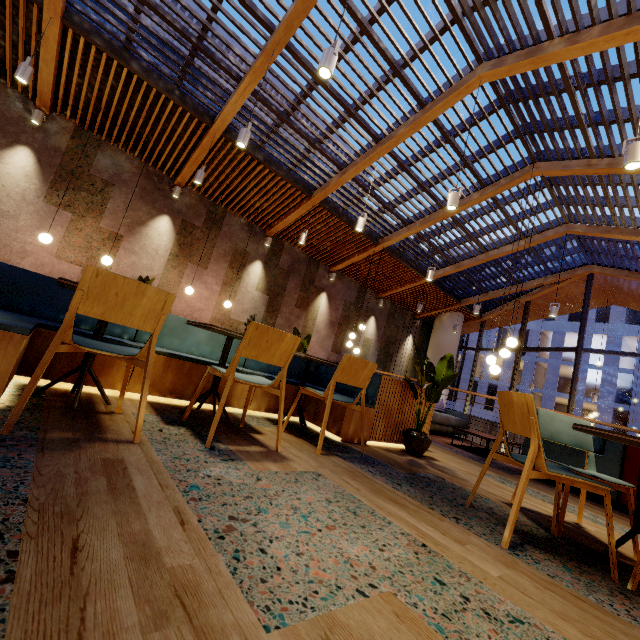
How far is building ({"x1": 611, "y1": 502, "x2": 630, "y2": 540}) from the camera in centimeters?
280cm

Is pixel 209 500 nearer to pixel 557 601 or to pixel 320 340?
pixel 557 601

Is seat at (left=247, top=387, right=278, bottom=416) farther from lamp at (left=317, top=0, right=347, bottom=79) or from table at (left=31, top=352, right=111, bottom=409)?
lamp at (left=317, top=0, right=347, bottom=79)

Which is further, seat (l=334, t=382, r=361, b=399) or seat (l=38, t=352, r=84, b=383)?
seat (l=334, t=382, r=361, b=399)

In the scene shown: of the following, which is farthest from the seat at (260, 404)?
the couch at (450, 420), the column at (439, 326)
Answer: the column at (439, 326)

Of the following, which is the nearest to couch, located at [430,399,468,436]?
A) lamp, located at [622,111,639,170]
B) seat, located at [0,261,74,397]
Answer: seat, located at [0,261,74,397]

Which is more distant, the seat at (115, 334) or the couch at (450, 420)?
the couch at (450, 420)

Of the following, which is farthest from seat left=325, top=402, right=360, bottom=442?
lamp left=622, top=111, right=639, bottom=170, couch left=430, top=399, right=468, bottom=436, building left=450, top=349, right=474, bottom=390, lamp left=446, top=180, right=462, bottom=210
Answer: building left=450, top=349, right=474, bottom=390
